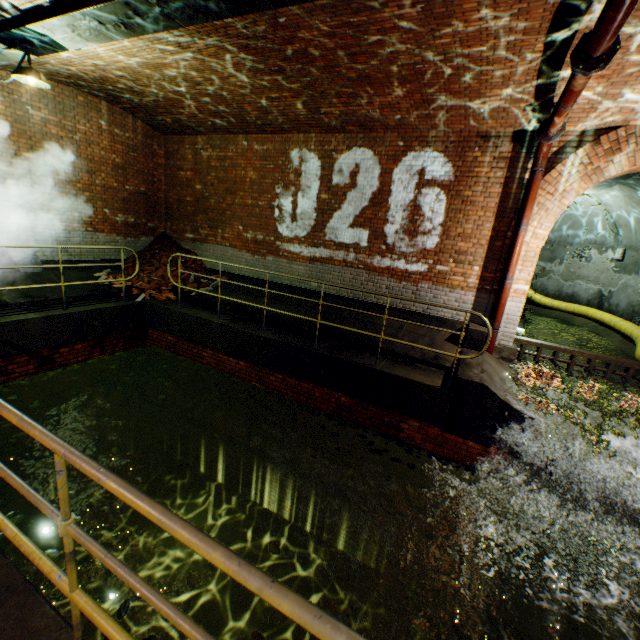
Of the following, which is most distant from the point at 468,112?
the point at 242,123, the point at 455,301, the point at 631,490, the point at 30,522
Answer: the point at 30,522

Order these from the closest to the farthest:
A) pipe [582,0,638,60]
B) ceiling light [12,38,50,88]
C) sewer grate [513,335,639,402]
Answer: pipe [582,0,638,60]
ceiling light [12,38,50,88]
sewer grate [513,335,639,402]

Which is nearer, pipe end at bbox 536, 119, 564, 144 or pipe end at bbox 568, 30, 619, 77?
pipe end at bbox 568, 30, 619, 77

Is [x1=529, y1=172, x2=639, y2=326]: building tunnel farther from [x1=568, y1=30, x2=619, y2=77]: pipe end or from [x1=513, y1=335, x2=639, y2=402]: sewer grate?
[x1=568, y1=30, x2=619, y2=77]: pipe end

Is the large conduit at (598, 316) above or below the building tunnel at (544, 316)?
above

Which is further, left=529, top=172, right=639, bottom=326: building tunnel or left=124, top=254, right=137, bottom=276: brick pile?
left=529, top=172, right=639, bottom=326: building tunnel

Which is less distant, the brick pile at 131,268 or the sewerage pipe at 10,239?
the sewerage pipe at 10,239
